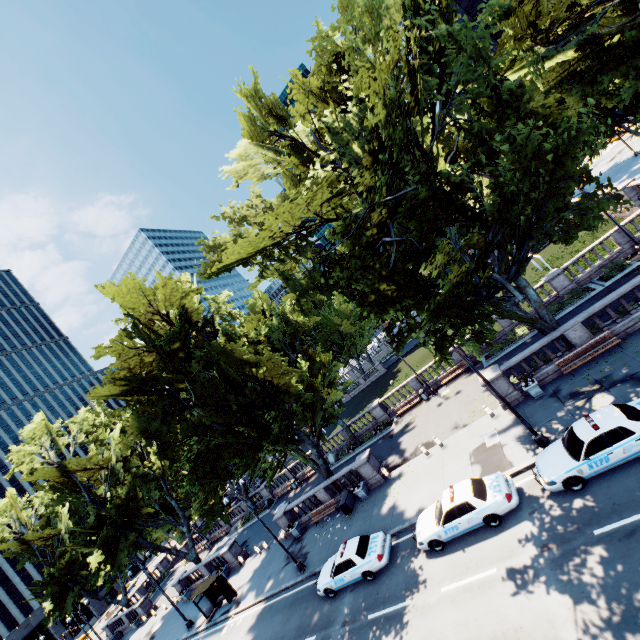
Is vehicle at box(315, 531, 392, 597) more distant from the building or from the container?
the building

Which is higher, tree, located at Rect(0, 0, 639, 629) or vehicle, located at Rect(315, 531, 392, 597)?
tree, located at Rect(0, 0, 639, 629)

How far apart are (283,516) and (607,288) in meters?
30.7

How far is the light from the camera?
14.7 meters

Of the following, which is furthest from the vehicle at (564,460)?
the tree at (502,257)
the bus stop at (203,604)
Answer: the bus stop at (203,604)

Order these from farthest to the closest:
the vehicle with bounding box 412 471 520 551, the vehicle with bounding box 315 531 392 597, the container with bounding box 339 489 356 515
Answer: the container with bounding box 339 489 356 515
the vehicle with bounding box 315 531 392 597
the vehicle with bounding box 412 471 520 551

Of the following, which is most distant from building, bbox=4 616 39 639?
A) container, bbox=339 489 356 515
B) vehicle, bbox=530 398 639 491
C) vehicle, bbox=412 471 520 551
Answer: vehicle, bbox=530 398 639 491

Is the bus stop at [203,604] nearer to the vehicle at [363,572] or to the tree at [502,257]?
the tree at [502,257]
